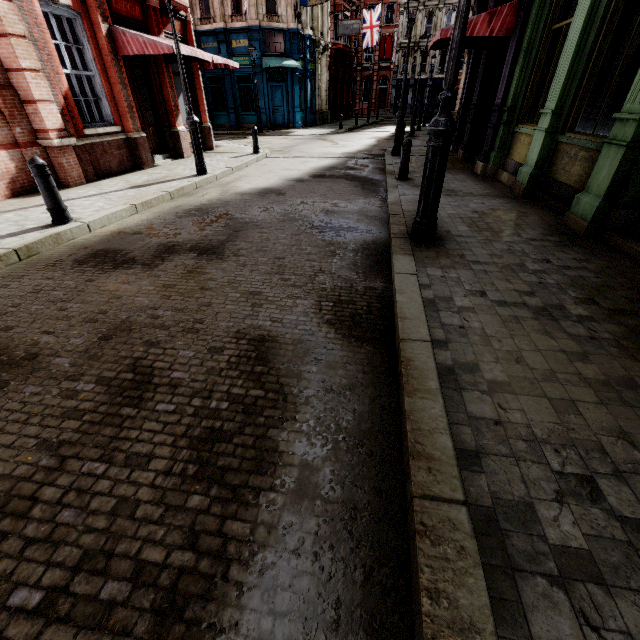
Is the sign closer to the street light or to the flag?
the flag

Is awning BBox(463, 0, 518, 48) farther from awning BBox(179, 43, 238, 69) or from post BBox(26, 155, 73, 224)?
post BBox(26, 155, 73, 224)

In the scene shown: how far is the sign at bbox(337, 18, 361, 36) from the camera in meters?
27.0 m

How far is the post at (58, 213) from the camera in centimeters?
479cm

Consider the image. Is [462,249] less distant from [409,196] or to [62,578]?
[409,196]

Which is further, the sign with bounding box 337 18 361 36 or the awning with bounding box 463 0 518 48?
the sign with bounding box 337 18 361 36

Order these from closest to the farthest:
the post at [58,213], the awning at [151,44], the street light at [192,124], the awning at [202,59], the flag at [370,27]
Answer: the post at [58,213]
the street light at [192,124]
the awning at [151,44]
the awning at [202,59]
the flag at [370,27]

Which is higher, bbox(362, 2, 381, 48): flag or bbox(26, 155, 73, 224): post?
bbox(362, 2, 381, 48): flag
